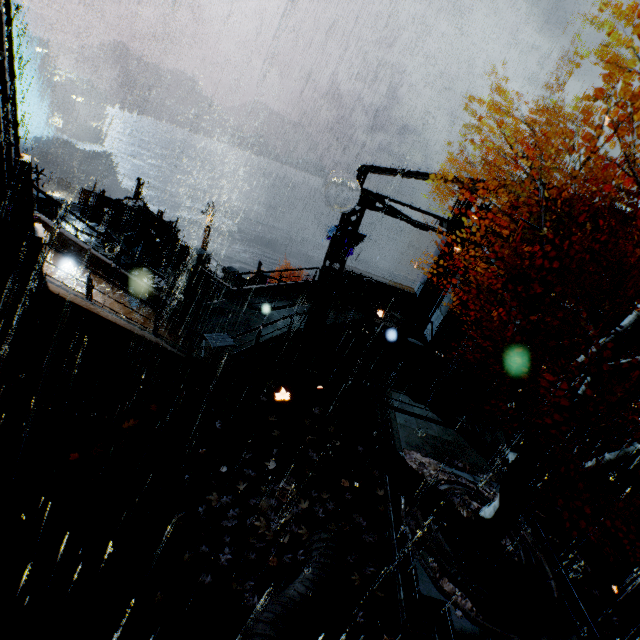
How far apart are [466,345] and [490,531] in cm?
991

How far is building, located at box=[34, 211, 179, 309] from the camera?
11.0m

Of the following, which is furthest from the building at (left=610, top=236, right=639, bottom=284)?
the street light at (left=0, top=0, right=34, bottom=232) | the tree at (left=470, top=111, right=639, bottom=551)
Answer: the tree at (left=470, top=111, right=639, bottom=551)

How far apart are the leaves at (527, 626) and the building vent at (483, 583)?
0.0m

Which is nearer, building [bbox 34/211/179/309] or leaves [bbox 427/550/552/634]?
leaves [bbox 427/550/552/634]

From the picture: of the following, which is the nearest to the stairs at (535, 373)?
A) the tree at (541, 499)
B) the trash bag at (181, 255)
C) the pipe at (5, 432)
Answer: the tree at (541, 499)

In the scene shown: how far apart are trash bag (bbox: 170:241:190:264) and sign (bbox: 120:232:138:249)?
1.7m

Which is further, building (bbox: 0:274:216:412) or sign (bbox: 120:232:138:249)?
sign (bbox: 120:232:138:249)
